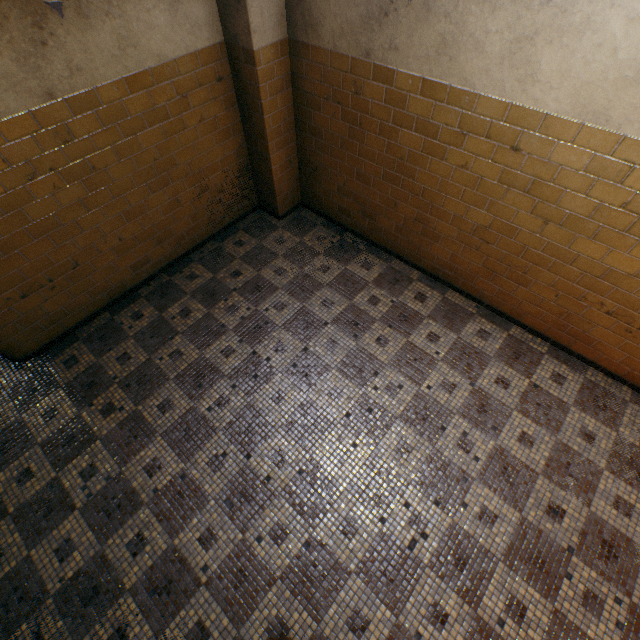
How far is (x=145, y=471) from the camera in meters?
2.9 m
